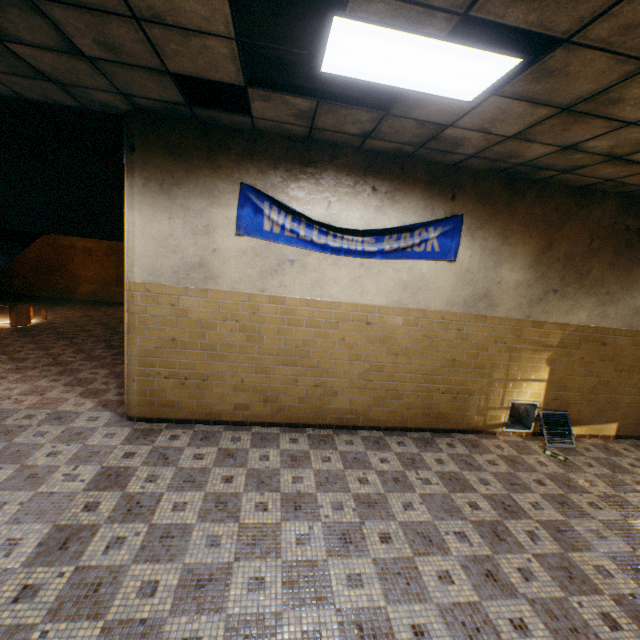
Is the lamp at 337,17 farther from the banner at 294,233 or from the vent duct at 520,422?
the vent duct at 520,422

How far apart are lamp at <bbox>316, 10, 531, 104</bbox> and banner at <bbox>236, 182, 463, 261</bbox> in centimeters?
167cm

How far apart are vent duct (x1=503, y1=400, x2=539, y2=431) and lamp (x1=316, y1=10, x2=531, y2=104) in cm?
449

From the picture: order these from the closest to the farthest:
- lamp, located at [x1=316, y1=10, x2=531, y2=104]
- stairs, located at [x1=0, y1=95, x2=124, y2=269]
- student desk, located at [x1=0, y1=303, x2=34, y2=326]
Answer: lamp, located at [x1=316, y1=10, x2=531, y2=104]
stairs, located at [x1=0, y1=95, x2=124, y2=269]
student desk, located at [x1=0, y1=303, x2=34, y2=326]

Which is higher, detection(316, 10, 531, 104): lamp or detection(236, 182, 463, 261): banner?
detection(316, 10, 531, 104): lamp

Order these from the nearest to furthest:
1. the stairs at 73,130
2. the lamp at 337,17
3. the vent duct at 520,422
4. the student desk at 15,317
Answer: the lamp at 337,17, the stairs at 73,130, the vent duct at 520,422, the student desk at 15,317

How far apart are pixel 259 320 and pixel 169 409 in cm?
182

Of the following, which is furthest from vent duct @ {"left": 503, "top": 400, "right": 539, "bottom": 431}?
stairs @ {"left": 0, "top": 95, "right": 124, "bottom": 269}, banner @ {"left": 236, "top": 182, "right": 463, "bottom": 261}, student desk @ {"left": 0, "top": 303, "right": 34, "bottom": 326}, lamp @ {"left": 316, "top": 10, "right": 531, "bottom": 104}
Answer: student desk @ {"left": 0, "top": 303, "right": 34, "bottom": 326}
